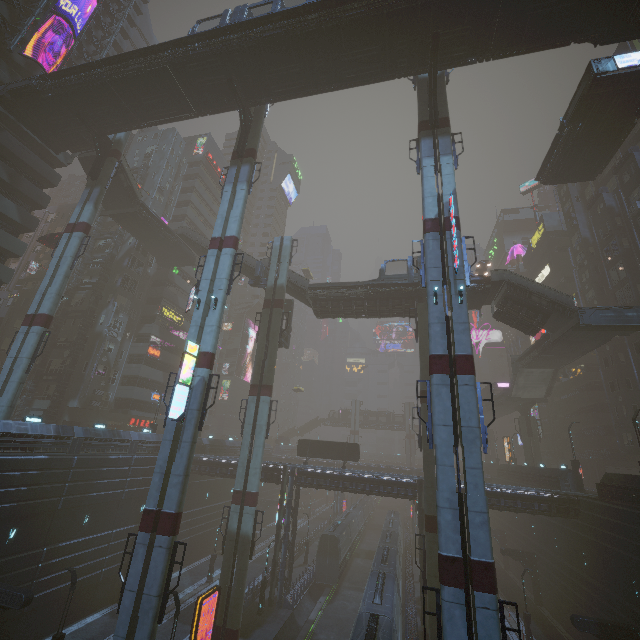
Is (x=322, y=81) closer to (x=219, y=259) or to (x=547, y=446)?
(x=219, y=259)

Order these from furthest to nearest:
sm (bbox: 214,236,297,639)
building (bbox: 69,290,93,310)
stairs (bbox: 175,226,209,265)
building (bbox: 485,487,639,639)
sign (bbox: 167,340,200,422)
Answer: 1. building (bbox: 69,290,93,310)
2. stairs (bbox: 175,226,209,265)
3. sm (bbox: 214,236,297,639)
4. building (bbox: 485,487,639,639)
5. sign (bbox: 167,340,200,422)

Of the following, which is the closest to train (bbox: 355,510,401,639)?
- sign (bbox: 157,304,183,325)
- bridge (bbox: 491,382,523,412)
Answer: bridge (bbox: 491,382,523,412)

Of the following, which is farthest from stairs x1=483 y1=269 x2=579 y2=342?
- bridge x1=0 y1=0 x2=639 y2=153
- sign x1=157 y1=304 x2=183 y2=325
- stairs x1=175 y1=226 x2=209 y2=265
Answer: sign x1=157 y1=304 x2=183 y2=325

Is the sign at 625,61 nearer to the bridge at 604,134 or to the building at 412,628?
the bridge at 604,134

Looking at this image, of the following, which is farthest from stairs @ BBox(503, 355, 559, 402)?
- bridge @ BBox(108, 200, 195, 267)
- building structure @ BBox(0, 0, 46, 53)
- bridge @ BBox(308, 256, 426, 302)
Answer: bridge @ BBox(108, 200, 195, 267)

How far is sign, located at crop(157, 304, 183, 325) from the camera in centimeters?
4691cm

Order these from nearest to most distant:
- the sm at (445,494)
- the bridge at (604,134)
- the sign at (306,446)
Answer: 1. the sm at (445,494)
2. the bridge at (604,134)
3. the sign at (306,446)
